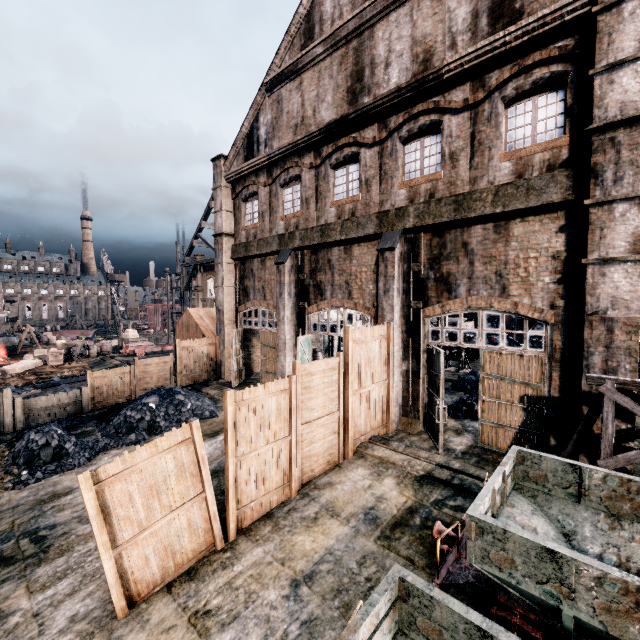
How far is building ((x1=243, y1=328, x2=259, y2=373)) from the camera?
22.88m

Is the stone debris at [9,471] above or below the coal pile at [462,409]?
below

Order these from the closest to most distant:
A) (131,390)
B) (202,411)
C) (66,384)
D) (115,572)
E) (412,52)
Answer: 1. (115,572)
2. (412,52)
3. (202,411)
4. (131,390)
5. (66,384)

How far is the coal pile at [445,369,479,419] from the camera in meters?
14.7 m

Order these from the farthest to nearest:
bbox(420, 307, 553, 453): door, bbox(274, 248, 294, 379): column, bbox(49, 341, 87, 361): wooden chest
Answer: bbox(49, 341, 87, 361): wooden chest, bbox(274, 248, 294, 379): column, bbox(420, 307, 553, 453): door

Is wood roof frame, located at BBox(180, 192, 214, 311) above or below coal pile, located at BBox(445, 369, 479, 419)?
above

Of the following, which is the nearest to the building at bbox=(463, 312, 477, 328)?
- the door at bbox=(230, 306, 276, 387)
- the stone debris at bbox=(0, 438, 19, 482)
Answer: the stone debris at bbox=(0, 438, 19, 482)

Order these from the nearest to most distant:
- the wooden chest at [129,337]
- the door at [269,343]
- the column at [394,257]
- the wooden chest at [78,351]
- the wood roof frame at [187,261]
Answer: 1. the column at [394,257]
2. the door at [269,343]
3. the wooden chest at [78,351]
4. the wood roof frame at [187,261]
5. the wooden chest at [129,337]
